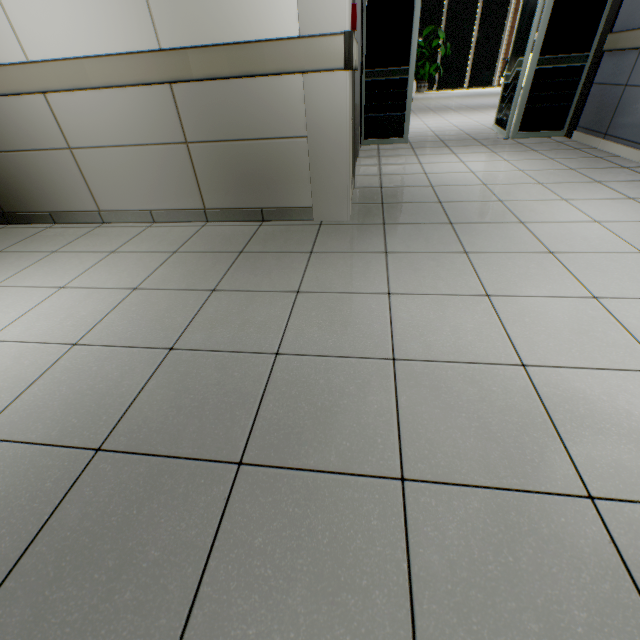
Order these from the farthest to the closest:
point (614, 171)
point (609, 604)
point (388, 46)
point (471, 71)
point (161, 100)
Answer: point (471, 71)
point (388, 46)
point (614, 171)
point (161, 100)
point (609, 604)
